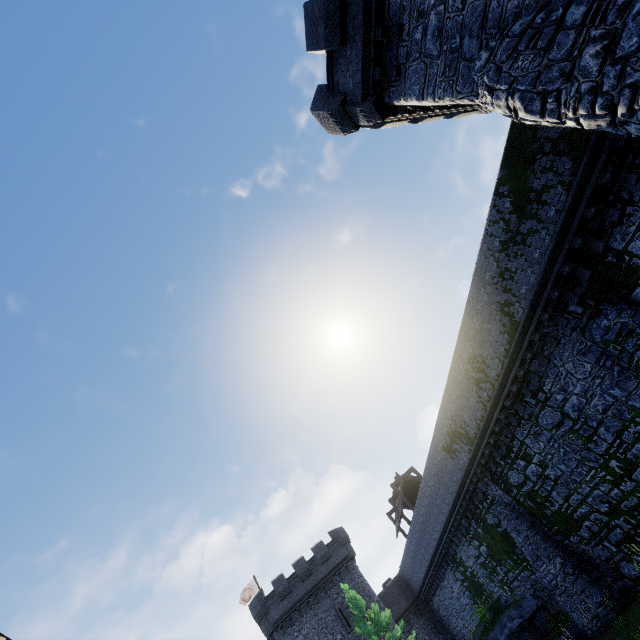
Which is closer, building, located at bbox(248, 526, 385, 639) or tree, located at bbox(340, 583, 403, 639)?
tree, located at bbox(340, 583, 403, 639)

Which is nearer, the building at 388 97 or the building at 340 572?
the building at 388 97

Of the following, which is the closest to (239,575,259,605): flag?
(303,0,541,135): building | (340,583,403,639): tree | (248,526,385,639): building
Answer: (248,526,385,639): building

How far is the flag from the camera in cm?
3756

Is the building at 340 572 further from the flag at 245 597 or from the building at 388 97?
the building at 388 97

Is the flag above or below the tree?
above

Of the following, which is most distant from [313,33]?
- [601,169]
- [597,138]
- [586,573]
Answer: [586,573]

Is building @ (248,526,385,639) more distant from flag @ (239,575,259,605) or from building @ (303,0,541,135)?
building @ (303,0,541,135)
